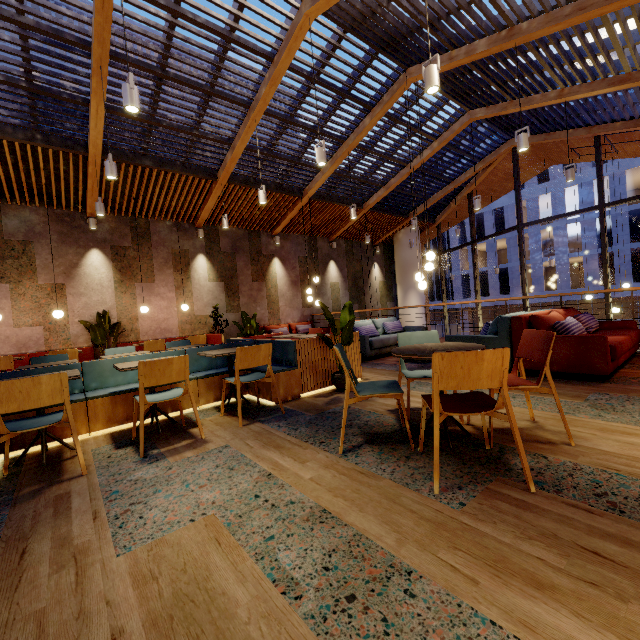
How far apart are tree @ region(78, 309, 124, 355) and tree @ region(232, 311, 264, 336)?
3.4 meters

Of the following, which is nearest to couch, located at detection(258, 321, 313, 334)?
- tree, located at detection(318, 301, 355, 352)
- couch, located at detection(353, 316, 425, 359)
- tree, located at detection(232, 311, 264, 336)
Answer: couch, located at detection(353, 316, 425, 359)

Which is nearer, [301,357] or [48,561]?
[48,561]

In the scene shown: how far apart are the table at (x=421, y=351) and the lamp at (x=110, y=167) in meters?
5.1

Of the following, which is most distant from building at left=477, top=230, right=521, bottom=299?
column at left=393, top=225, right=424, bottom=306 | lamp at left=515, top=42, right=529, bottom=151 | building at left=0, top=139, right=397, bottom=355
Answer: lamp at left=515, top=42, right=529, bottom=151

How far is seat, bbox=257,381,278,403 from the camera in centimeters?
422cm

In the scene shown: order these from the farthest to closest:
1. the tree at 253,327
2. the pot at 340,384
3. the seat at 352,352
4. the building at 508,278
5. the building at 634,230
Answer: the building at 508,278, the building at 634,230, the tree at 253,327, the seat at 352,352, the pot at 340,384

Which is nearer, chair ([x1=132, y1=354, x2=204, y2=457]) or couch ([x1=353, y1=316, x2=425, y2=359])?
chair ([x1=132, y1=354, x2=204, y2=457])
